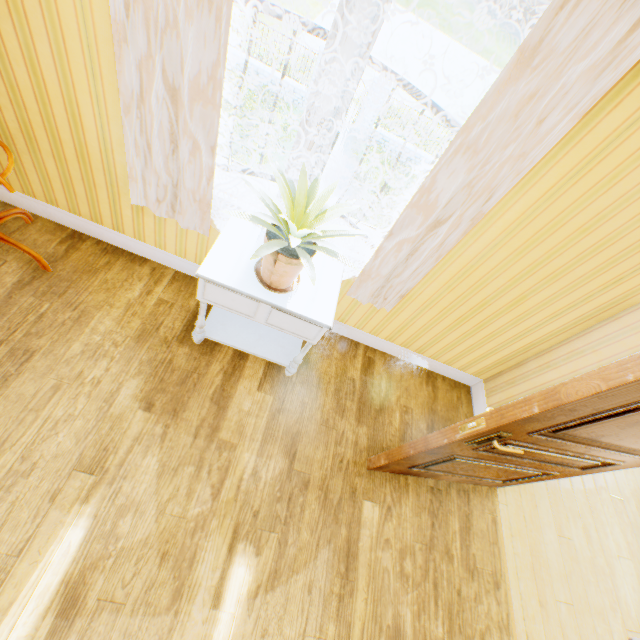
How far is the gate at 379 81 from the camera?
12.97m

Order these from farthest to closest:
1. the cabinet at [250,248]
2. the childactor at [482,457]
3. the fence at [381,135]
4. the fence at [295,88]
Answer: the fence at [381,135] < the fence at [295,88] < the cabinet at [250,248] < the childactor at [482,457]

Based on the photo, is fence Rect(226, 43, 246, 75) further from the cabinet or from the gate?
the cabinet

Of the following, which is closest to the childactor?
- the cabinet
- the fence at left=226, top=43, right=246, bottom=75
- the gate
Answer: the cabinet

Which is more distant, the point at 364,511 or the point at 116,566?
the point at 364,511

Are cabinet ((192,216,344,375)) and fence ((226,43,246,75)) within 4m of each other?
no

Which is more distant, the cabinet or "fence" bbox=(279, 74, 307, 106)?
"fence" bbox=(279, 74, 307, 106)

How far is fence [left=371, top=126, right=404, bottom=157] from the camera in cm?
1459
